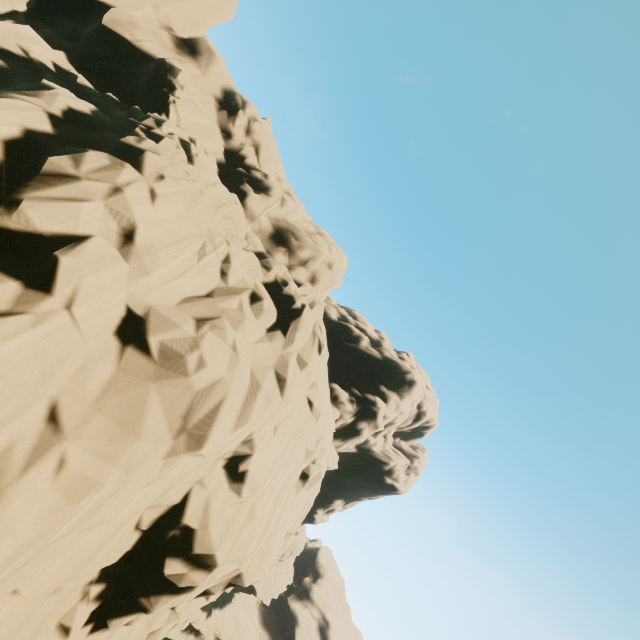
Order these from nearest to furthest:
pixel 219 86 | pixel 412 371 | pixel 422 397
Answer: pixel 219 86 < pixel 412 371 < pixel 422 397
